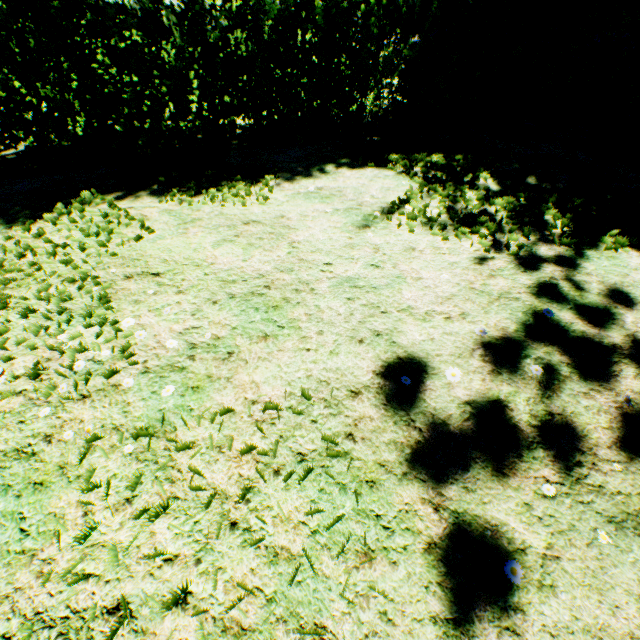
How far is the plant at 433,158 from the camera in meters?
3.6 m

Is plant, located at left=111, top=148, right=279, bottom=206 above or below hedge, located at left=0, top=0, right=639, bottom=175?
below

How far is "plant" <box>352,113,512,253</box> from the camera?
3.58m

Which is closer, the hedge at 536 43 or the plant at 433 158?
the plant at 433 158

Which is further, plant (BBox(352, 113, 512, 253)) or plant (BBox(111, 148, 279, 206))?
plant (BBox(111, 148, 279, 206))

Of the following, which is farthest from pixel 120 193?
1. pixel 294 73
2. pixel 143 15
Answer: pixel 294 73

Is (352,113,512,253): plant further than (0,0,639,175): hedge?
No
